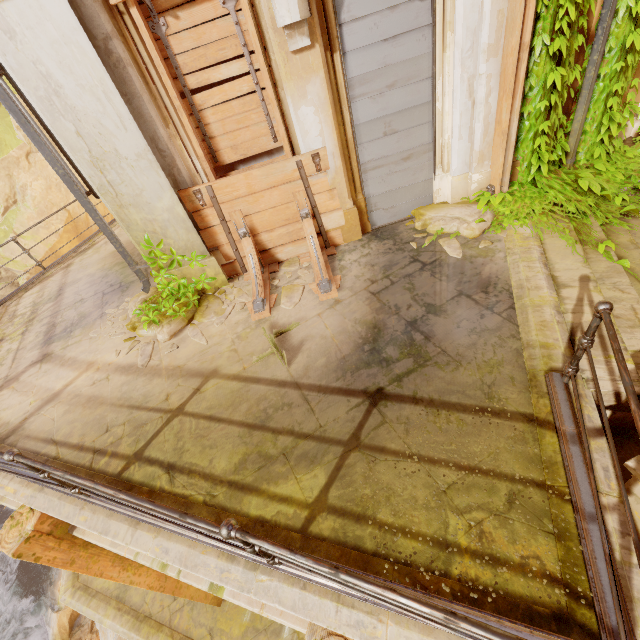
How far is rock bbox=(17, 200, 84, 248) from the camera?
23.89m

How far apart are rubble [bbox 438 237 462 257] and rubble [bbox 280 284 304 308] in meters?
2.0

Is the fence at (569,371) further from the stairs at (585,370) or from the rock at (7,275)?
the rock at (7,275)

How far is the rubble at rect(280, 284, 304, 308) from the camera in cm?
476

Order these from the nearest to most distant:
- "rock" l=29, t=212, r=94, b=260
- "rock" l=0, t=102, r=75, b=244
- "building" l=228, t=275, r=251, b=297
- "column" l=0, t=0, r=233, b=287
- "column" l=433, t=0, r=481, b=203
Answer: "column" l=0, t=0, r=233, b=287
"column" l=433, t=0, r=481, b=203
"building" l=228, t=275, r=251, b=297
"rock" l=0, t=102, r=75, b=244
"rock" l=29, t=212, r=94, b=260

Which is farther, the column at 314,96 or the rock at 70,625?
the rock at 70,625

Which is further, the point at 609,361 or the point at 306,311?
the point at 306,311

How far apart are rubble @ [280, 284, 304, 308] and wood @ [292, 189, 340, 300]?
0.1m
